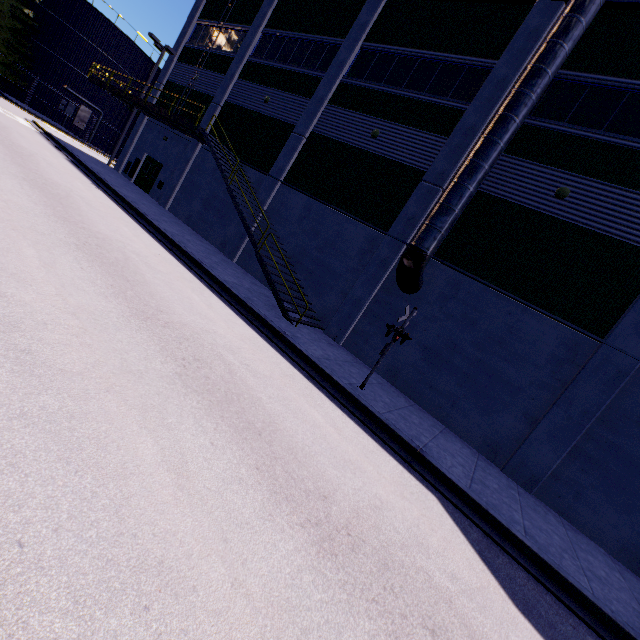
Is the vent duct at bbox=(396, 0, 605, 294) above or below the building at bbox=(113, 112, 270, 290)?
above

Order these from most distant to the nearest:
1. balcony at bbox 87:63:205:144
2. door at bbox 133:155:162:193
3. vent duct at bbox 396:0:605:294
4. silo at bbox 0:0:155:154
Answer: silo at bbox 0:0:155:154
door at bbox 133:155:162:193
balcony at bbox 87:63:205:144
vent duct at bbox 396:0:605:294

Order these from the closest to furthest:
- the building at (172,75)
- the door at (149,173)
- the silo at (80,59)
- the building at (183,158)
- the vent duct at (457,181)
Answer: the vent duct at (457,181) < the building at (183,158) < the building at (172,75) < the door at (149,173) < the silo at (80,59)

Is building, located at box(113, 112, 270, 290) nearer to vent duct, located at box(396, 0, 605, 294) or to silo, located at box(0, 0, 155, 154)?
vent duct, located at box(396, 0, 605, 294)

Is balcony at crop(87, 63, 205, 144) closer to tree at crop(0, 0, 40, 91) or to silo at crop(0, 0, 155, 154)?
silo at crop(0, 0, 155, 154)

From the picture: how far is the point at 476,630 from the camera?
3.8 meters

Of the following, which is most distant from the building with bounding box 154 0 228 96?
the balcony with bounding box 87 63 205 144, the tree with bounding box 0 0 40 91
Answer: the tree with bounding box 0 0 40 91

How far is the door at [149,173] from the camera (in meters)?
23.20
